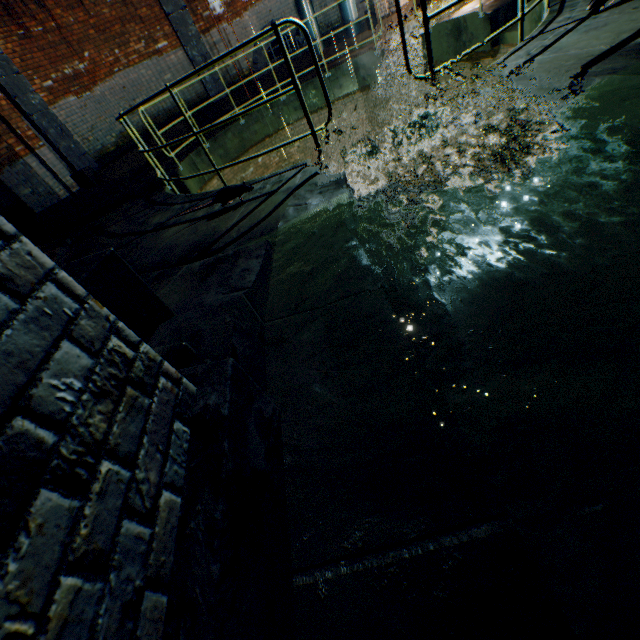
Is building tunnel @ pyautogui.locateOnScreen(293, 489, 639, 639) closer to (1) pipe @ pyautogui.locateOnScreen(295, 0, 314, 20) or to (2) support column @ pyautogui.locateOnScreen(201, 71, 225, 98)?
(2) support column @ pyautogui.locateOnScreen(201, 71, 225, 98)

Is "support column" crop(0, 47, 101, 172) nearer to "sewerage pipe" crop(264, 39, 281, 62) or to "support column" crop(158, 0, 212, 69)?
"support column" crop(158, 0, 212, 69)

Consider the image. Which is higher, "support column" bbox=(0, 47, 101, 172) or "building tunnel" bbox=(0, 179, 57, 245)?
"support column" bbox=(0, 47, 101, 172)

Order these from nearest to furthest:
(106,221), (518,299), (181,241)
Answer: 1. (518,299)
2. (181,241)
3. (106,221)

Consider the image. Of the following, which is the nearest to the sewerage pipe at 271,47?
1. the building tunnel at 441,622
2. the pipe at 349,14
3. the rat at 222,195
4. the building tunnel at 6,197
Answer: the pipe at 349,14

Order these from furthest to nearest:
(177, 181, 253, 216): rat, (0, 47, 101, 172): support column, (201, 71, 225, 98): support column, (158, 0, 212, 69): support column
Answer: (201, 71, 225, 98): support column → (158, 0, 212, 69): support column → (0, 47, 101, 172): support column → (177, 181, 253, 216): rat

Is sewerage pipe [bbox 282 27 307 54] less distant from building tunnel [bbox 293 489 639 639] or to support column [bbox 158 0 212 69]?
support column [bbox 158 0 212 69]

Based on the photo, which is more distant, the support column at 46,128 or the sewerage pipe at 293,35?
the sewerage pipe at 293,35
